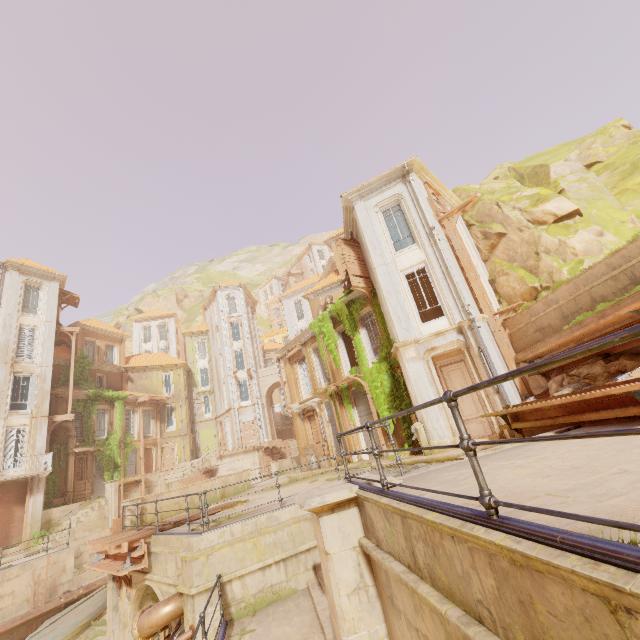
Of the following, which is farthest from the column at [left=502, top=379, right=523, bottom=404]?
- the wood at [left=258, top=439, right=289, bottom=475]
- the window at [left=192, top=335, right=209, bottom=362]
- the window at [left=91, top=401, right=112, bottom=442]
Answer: the window at [left=192, top=335, right=209, bottom=362]

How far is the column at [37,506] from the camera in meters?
20.8

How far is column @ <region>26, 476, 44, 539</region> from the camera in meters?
20.8 m

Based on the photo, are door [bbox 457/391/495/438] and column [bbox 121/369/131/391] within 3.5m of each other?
no

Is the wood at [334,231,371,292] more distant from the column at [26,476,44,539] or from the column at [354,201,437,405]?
the column at [26,476,44,539]

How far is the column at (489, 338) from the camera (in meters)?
12.20

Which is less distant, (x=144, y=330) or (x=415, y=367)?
(x=415, y=367)

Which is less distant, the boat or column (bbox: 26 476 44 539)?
the boat
